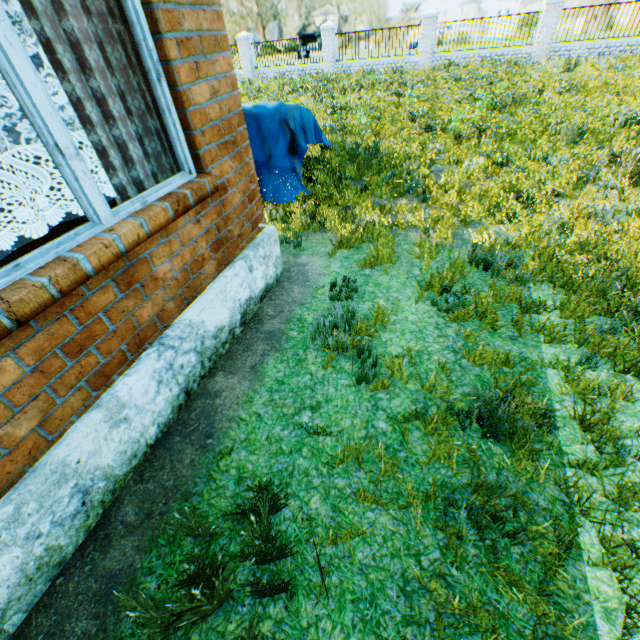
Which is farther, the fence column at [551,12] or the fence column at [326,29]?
the fence column at [326,29]

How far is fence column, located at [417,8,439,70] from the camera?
16.59m

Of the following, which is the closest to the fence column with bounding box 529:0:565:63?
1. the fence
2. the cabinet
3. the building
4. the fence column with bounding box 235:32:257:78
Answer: the fence

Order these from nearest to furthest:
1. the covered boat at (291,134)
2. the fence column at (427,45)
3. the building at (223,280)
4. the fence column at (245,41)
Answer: the building at (223,280)
the covered boat at (291,134)
the fence column at (427,45)
the fence column at (245,41)

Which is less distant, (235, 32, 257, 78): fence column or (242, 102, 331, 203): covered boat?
(242, 102, 331, 203): covered boat

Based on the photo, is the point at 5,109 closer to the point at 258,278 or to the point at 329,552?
the point at 258,278

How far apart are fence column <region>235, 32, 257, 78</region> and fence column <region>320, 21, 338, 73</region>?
4.73m

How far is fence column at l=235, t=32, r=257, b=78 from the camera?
19.98m
